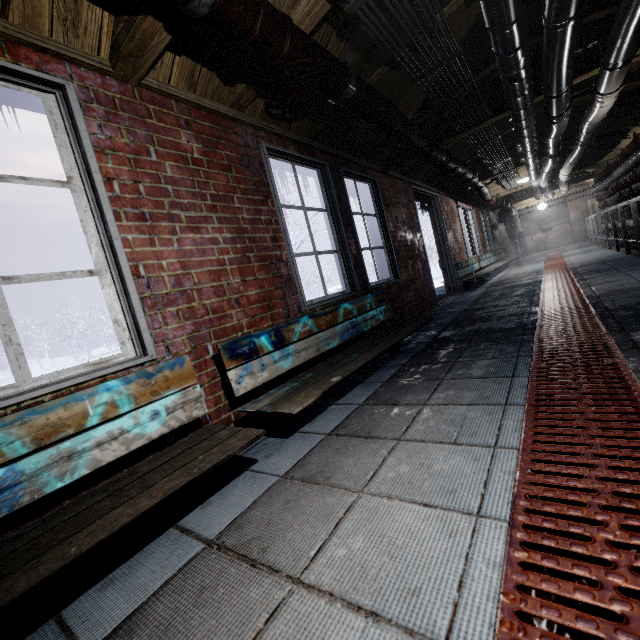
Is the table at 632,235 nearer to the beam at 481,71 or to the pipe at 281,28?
the beam at 481,71

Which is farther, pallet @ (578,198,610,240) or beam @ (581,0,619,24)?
pallet @ (578,198,610,240)

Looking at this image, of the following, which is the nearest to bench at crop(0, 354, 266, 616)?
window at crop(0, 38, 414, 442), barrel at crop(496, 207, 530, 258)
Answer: window at crop(0, 38, 414, 442)

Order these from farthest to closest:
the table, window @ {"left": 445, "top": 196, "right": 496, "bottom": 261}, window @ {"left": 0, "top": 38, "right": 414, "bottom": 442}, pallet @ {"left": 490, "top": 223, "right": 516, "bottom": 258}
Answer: pallet @ {"left": 490, "top": 223, "right": 516, "bottom": 258}
window @ {"left": 445, "top": 196, "right": 496, "bottom": 261}
the table
window @ {"left": 0, "top": 38, "right": 414, "bottom": 442}

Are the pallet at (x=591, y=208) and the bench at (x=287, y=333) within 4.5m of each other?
no

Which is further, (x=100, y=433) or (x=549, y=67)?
(x=549, y=67)

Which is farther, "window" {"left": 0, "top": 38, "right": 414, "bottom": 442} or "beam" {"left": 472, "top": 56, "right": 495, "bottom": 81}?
"beam" {"left": 472, "top": 56, "right": 495, "bottom": 81}

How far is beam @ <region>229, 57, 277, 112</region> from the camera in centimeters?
198cm
